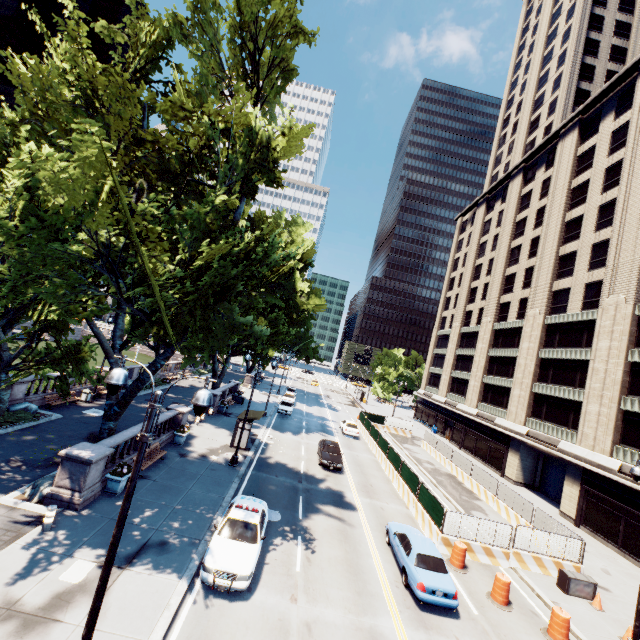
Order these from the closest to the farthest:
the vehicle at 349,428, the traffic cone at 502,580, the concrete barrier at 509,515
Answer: the traffic cone at 502,580
the concrete barrier at 509,515
the vehicle at 349,428

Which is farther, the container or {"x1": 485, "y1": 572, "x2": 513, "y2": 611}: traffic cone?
the container

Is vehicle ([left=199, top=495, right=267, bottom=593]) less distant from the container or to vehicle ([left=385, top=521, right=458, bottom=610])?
vehicle ([left=385, top=521, right=458, bottom=610])

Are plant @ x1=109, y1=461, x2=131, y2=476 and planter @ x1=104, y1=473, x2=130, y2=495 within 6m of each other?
yes

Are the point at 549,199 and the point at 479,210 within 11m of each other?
no

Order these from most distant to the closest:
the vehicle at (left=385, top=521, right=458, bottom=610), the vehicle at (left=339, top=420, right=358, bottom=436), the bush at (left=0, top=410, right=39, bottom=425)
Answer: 1. the vehicle at (left=339, top=420, right=358, bottom=436)
2. the bush at (left=0, top=410, right=39, bottom=425)
3. the vehicle at (left=385, top=521, right=458, bottom=610)

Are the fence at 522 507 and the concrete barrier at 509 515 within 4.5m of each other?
yes

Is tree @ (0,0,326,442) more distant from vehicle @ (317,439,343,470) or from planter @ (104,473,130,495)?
vehicle @ (317,439,343,470)
